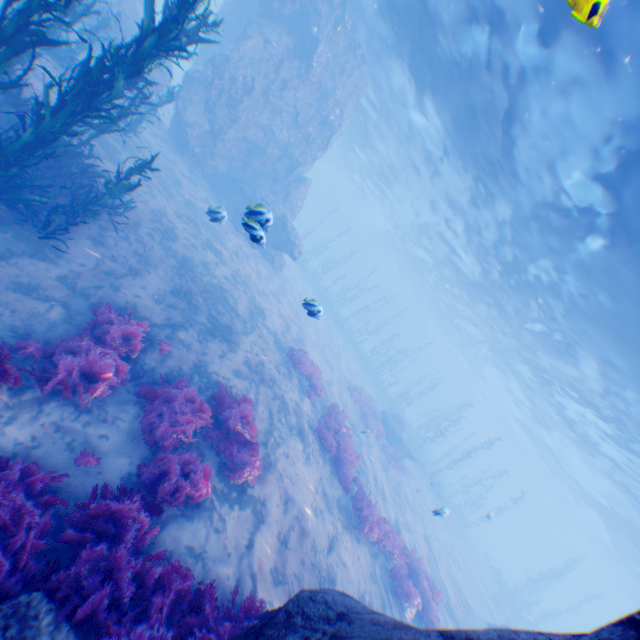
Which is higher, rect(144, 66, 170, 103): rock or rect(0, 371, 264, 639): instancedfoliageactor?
rect(144, 66, 170, 103): rock

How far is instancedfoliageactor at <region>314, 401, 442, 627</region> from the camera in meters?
10.7 m

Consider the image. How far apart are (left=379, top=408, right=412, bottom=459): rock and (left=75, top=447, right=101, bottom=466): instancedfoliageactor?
21.95m

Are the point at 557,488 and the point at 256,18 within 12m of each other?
no

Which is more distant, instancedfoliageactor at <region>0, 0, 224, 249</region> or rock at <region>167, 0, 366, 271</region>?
rock at <region>167, 0, 366, 271</region>

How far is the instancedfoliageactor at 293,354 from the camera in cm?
1431

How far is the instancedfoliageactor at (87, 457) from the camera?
5.27m

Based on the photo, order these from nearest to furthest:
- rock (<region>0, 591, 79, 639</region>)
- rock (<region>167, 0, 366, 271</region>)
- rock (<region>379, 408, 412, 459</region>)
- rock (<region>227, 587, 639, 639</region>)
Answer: rock (<region>227, 587, 639, 639</region>) < rock (<region>0, 591, 79, 639</region>) < rock (<region>167, 0, 366, 271</region>) < rock (<region>379, 408, 412, 459</region>)
